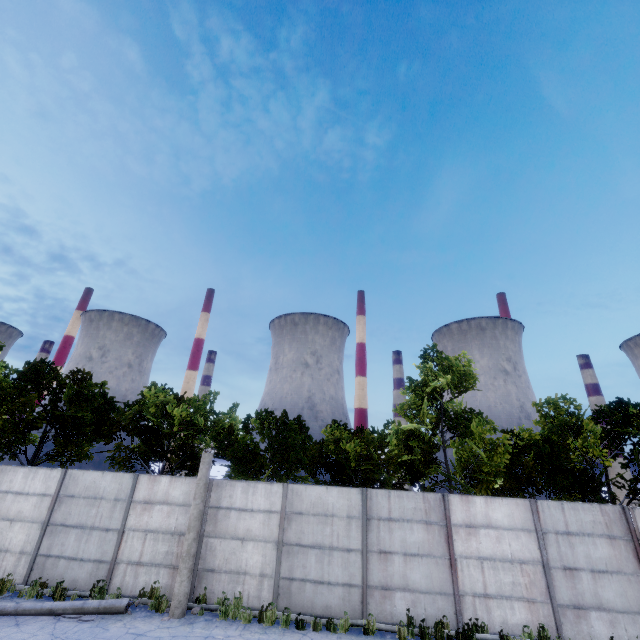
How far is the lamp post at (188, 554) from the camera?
9.73m

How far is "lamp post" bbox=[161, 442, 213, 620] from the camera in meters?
9.7

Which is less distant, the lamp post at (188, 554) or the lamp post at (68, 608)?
the lamp post at (68, 608)

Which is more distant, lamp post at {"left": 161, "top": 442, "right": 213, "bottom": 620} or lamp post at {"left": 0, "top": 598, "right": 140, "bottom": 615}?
lamp post at {"left": 161, "top": 442, "right": 213, "bottom": 620}

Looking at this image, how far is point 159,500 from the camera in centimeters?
1203cm
